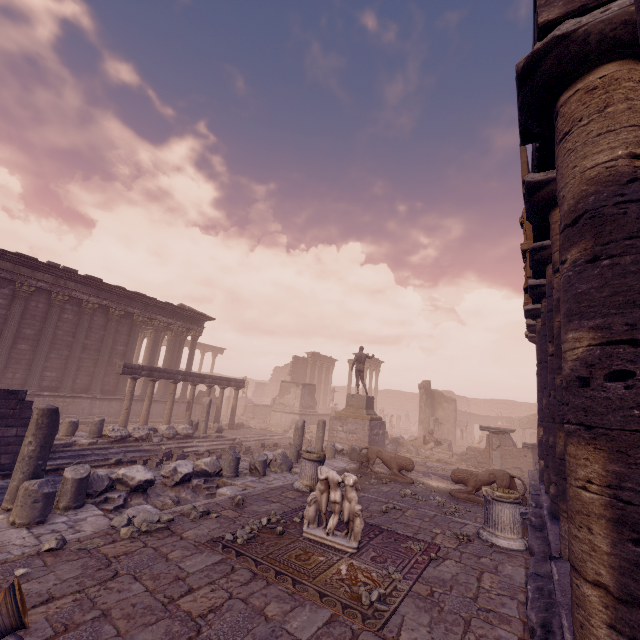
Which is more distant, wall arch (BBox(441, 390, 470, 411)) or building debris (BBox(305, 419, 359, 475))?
wall arch (BBox(441, 390, 470, 411))

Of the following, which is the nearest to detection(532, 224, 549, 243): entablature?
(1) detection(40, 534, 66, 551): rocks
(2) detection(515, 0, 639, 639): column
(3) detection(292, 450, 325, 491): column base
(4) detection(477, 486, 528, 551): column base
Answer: (2) detection(515, 0, 639, 639): column

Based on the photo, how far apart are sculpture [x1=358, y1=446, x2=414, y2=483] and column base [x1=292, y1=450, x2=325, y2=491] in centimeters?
371cm

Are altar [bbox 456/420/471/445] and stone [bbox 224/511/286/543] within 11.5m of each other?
no

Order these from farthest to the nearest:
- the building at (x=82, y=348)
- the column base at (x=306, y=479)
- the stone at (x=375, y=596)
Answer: the building at (x=82, y=348) → the column base at (x=306, y=479) → the stone at (x=375, y=596)

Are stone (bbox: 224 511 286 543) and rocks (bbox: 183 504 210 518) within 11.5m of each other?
yes

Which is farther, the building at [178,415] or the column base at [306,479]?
the building at [178,415]

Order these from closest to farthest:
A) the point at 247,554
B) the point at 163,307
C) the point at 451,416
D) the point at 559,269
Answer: the point at 559,269, the point at 247,554, the point at 163,307, the point at 451,416
